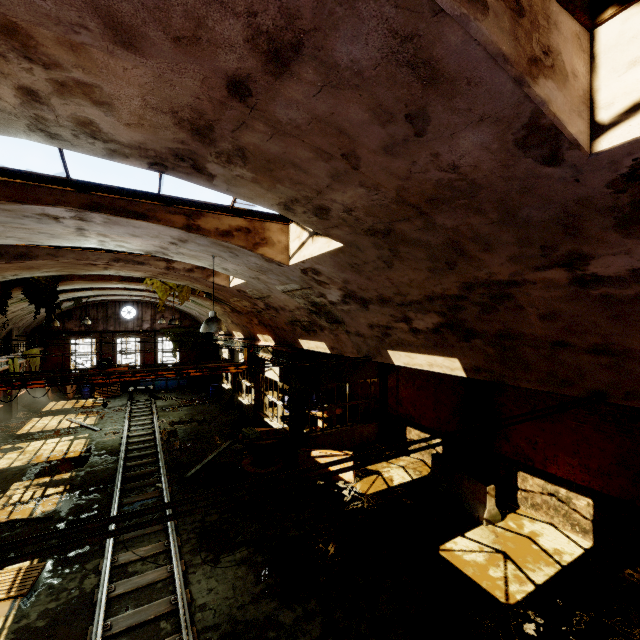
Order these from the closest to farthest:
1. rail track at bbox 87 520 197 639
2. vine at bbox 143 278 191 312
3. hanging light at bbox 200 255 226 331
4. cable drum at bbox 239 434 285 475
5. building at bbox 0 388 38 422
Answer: rail track at bbox 87 520 197 639 → hanging light at bbox 200 255 226 331 → cable drum at bbox 239 434 285 475 → vine at bbox 143 278 191 312 → building at bbox 0 388 38 422

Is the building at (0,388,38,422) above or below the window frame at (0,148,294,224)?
below

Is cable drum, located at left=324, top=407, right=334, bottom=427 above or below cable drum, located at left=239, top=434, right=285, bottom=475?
above

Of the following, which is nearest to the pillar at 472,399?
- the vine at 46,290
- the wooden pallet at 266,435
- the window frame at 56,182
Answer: the wooden pallet at 266,435

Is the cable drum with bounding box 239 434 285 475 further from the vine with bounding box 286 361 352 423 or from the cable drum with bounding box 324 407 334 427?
the cable drum with bounding box 324 407 334 427

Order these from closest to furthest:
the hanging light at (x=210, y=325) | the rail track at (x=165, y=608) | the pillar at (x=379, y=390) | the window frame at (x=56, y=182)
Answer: the window frame at (x=56, y=182) < the rail track at (x=165, y=608) < the hanging light at (x=210, y=325) < the pillar at (x=379, y=390)

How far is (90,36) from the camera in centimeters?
184cm

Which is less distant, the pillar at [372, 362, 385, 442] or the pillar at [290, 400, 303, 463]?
the pillar at [290, 400, 303, 463]
